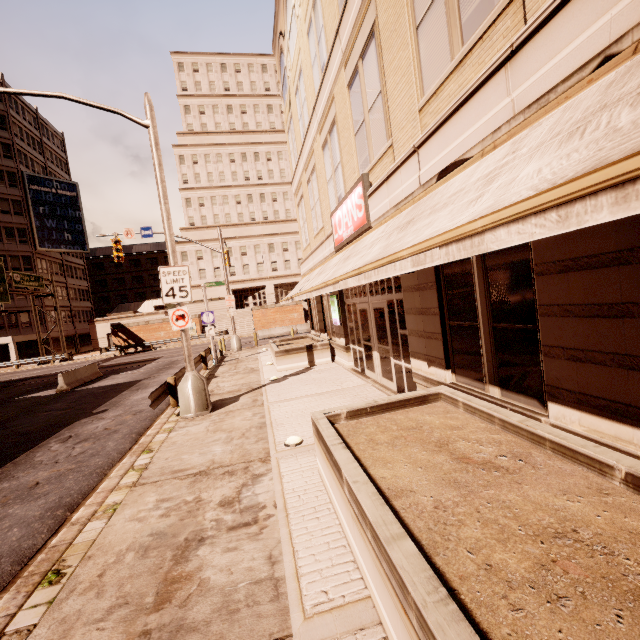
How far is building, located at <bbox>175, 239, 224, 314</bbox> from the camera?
51.5 meters

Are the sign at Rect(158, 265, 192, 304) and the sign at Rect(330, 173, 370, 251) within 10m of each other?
yes

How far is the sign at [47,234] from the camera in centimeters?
4441cm

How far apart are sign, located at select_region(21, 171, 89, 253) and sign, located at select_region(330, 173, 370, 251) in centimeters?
5145cm

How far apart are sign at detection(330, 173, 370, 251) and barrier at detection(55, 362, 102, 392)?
16.5m

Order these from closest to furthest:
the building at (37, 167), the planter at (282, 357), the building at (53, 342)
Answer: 1. the planter at (282, 357)
2. the building at (37, 167)
3. the building at (53, 342)

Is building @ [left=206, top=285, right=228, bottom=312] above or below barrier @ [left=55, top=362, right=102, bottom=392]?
above

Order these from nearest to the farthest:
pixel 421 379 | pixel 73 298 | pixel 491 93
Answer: pixel 491 93 → pixel 421 379 → pixel 73 298
